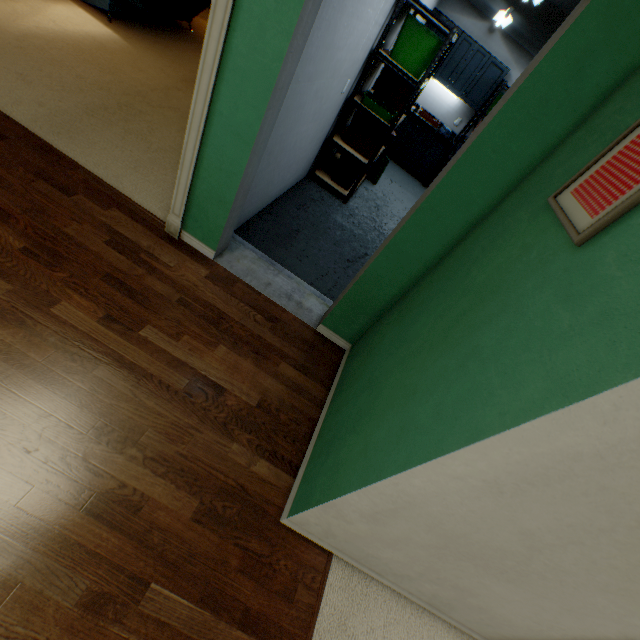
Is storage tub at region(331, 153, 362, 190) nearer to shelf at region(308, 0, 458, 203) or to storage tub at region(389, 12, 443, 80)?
shelf at region(308, 0, 458, 203)

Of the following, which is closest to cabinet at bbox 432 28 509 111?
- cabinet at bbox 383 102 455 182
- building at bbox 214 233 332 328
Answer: cabinet at bbox 383 102 455 182

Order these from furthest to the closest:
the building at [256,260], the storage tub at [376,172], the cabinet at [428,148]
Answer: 1. the cabinet at [428,148]
2. the storage tub at [376,172]
3. the building at [256,260]

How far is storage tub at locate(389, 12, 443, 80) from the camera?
3.1 meters

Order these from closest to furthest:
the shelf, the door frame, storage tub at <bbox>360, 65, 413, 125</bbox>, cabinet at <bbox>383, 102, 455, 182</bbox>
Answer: the door frame < the shelf < storage tub at <bbox>360, 65, 413, 125</bbox> < cabinet at <bbox>383, 102, 455, 182</bbox>

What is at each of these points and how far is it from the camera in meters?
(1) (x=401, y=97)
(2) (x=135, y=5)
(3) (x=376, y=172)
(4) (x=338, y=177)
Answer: (1) storage tub, 3.8
(2) sofa, 3.7
(3) storage tub, 5.1
(4) storage tub, 4.2

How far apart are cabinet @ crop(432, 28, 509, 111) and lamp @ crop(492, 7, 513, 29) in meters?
0.7 m

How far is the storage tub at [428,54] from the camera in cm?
312
